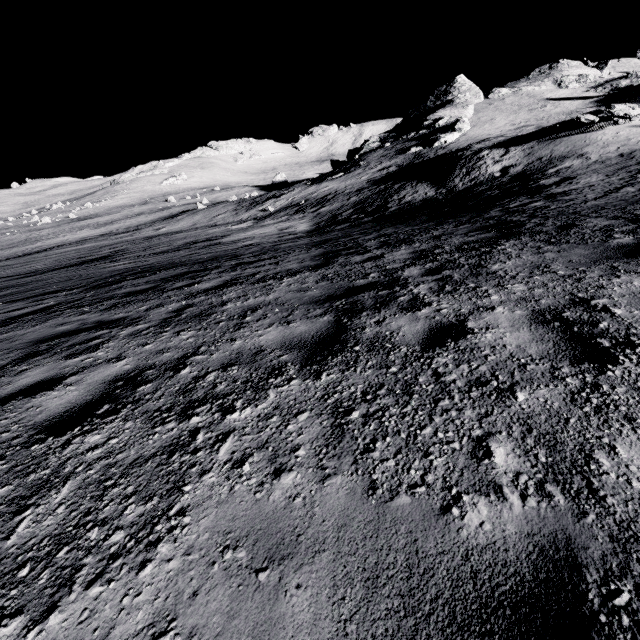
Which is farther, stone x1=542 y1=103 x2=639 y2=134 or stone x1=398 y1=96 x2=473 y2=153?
stone x1=398 y1=96 x2=473 y2=153

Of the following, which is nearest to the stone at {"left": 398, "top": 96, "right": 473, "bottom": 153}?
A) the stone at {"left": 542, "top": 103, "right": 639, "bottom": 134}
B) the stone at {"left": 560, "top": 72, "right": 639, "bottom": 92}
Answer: the stone at {"left": 560, "top": 72, "right": 639, "bottom": 92}

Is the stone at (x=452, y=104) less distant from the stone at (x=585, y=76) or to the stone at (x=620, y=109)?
the stone at (x=585, y=76)

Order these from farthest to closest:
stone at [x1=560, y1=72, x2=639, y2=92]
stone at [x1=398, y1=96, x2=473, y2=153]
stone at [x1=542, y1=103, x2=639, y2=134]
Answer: stone at [x1=560, y1=72, x2=639, y2=92] < stone at [x1=398, y1=96, x2=473, y2=153] < stone at [x1=542, y1=103, x2=639, y2=134]

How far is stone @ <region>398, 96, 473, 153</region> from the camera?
45.8m

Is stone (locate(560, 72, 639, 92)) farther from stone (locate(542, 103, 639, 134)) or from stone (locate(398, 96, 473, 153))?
stone (locate(542, 103, 639, 134))

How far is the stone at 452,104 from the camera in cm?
4575

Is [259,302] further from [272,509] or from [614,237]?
[614,237]
